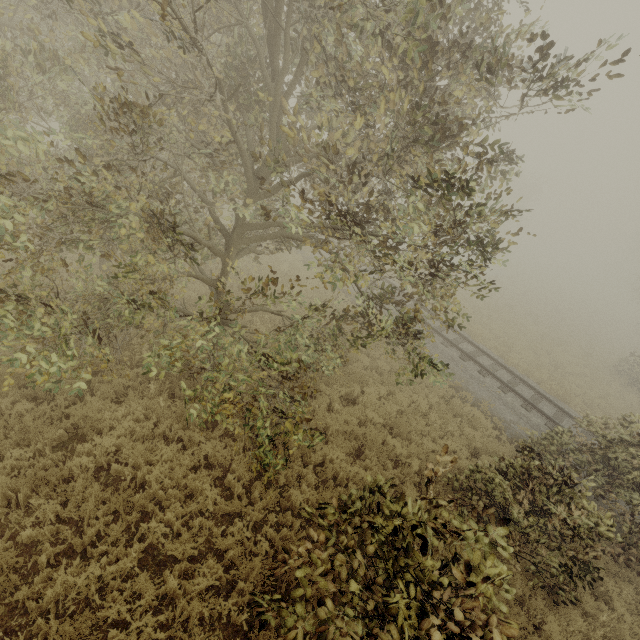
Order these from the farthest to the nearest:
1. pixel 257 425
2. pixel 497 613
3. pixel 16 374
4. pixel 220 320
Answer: pixel 220 320
pixel 16 374
pixel 257 425
pixel 497 613

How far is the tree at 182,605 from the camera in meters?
4.8

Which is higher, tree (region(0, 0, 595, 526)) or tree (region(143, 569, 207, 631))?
tree (region(0, 0, 595, 526))

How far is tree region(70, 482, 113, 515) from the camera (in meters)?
5.35

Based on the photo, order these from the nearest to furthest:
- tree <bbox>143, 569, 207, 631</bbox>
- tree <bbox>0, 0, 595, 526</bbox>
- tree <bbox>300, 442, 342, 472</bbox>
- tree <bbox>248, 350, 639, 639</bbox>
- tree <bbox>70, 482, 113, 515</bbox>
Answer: tree <bbox>248, 350, 639, 639</bbox> < tree <bbox>0, 0, 595, 526</bbox> < tree <bbox>143, 569, 207, 631</bbox> < tree <bbox>70, 482, 113, 515</bbox> < tree <bbox>300, 442, 342, 472</bbox>

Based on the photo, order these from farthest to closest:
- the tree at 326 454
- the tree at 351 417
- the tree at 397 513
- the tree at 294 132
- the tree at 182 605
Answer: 1. the tree at 351 417
2. the tree at 326 454
3. the tree at 182 605
4. the tree at 294 132
5. the tree at 397 513
